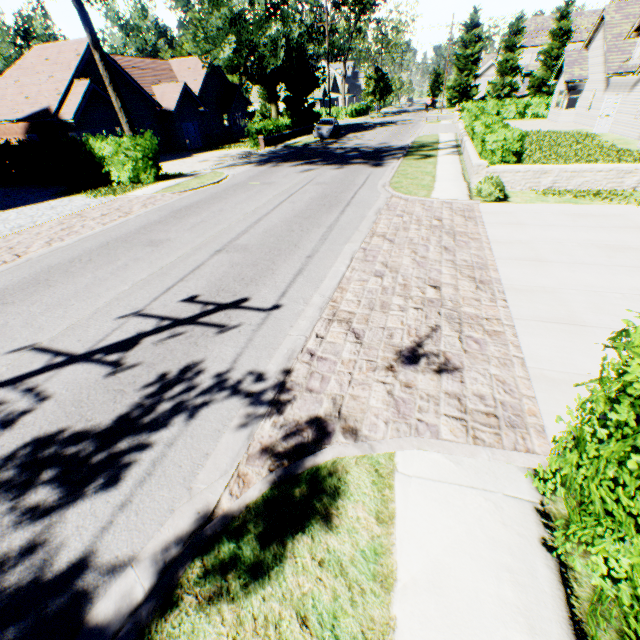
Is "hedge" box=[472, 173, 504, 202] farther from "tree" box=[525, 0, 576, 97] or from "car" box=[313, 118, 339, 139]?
"car" box=[313, 118, 339, 139]

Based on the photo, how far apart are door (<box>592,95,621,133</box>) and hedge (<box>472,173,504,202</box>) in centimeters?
1865cm

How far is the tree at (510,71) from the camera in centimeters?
4362cm

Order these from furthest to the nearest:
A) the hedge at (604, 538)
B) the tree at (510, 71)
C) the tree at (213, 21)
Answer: the tree at (510, 71)
the tree at (213, 21)
the hedge at (604, 538)

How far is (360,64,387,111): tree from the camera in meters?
50.8 m

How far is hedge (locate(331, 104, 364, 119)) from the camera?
54.3m

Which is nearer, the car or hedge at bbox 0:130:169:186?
hedge at bbox 0:130:169:186

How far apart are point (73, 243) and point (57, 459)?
9.01m
